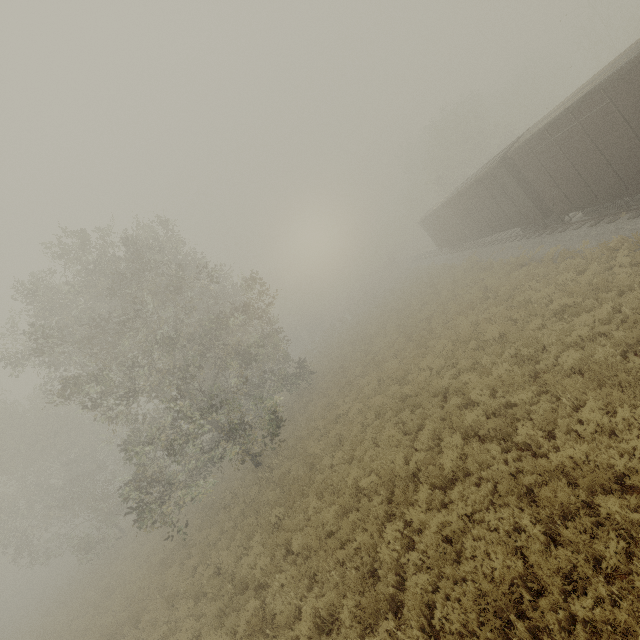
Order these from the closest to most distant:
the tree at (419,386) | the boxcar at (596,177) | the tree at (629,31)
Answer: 1. the tree at (419,386)
2. the boxcar at (596,177)
3. the tree at (629,31)

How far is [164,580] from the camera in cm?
1470

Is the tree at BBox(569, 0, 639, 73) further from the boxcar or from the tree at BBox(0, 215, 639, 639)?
the tree at BBox(0, 215, 639, 639)

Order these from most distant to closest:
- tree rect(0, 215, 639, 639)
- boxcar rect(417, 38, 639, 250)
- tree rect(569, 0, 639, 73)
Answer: tree rect(569, 0, 639, 73) → boxcar rect(417, 38, 639, 250) → tree rect(0, 215, 639, 639)

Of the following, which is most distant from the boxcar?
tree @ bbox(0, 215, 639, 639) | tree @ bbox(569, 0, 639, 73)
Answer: tree @ bbox(569, 0, 639, 73)

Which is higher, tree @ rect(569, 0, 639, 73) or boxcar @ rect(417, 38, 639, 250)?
tree @ rect(569, 0, 639, 73)

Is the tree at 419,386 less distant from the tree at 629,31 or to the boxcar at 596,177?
the boxcar at 596,177
